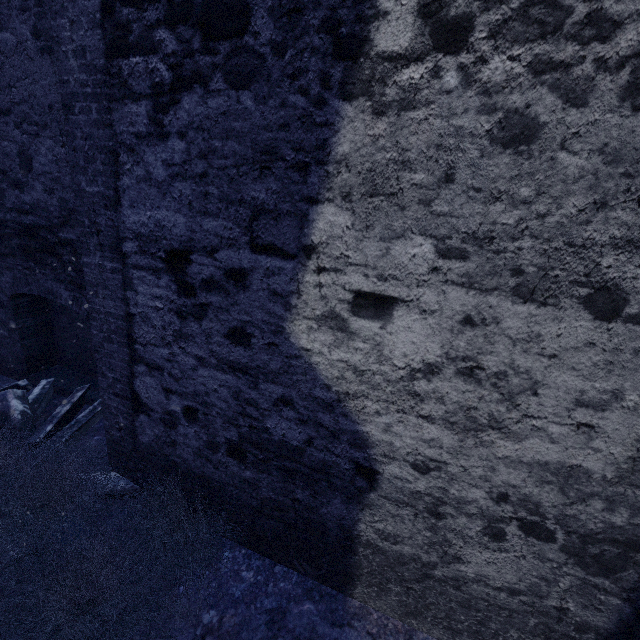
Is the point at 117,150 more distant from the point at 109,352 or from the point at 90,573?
the point at 90,573
